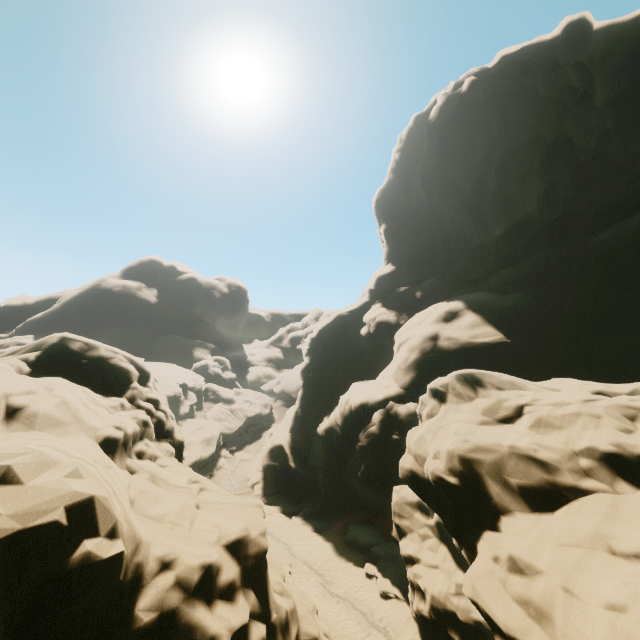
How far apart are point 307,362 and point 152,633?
30.7 meters
